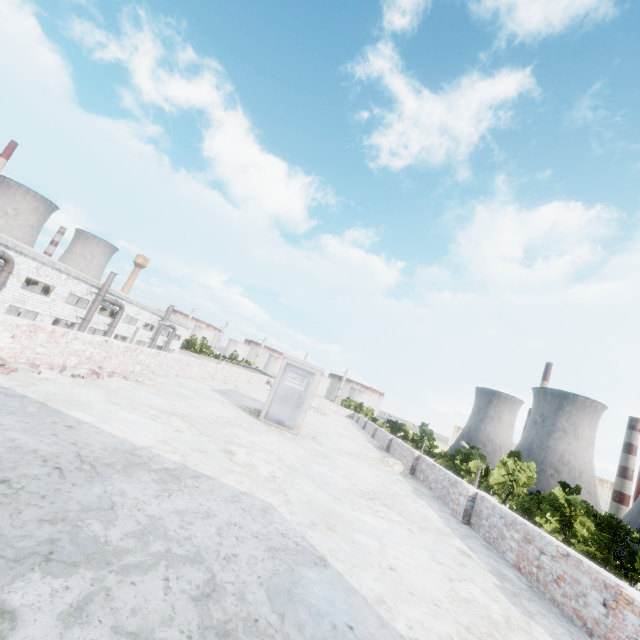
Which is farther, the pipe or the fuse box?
the pipe

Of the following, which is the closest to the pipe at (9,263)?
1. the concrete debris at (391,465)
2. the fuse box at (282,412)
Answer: the fuse box at (282,412)

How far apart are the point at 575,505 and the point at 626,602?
31.0m

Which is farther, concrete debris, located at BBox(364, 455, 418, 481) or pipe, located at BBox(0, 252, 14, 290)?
pipe, located at BBox(0, 252, 14, 290)

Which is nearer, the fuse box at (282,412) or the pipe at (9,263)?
the fuse box at (282,412)

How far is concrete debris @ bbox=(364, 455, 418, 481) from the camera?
11.1 meters

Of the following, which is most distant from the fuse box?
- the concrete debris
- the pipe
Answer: the pipe
